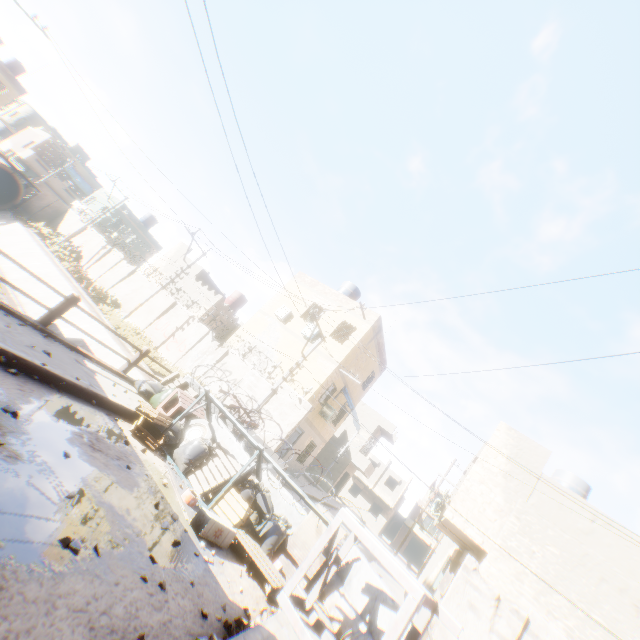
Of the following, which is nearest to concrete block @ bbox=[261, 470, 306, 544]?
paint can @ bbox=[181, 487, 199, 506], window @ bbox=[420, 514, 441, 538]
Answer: paint can @ bbox=[181, 487, 199, 506]

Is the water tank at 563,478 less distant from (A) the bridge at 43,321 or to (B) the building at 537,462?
(B) the building at 537,462

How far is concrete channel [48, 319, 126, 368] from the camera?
14.5m

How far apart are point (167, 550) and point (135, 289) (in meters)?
22.63

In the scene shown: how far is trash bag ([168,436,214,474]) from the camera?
6.8m

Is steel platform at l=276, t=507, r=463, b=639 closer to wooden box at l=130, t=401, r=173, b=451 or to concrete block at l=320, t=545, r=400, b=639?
concrete block at l=320, t=545, r=400, b=639

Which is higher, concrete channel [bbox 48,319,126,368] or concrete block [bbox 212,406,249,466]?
concrete block [bbox 212,406,249,466]

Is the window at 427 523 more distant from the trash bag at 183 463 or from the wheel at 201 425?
the trash bag at 183 463
